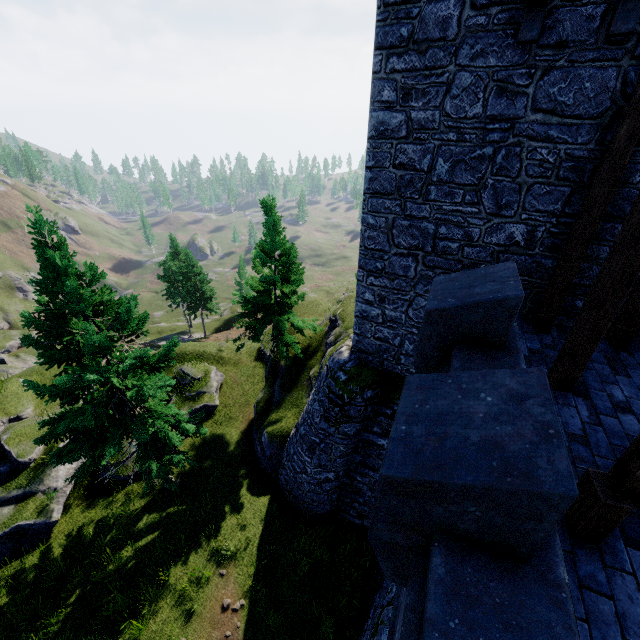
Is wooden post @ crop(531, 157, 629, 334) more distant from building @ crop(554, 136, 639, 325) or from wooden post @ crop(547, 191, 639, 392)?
wooden post @ crop(547, 191, 639, 392)

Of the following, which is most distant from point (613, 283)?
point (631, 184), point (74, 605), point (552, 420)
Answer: point (74, 605)

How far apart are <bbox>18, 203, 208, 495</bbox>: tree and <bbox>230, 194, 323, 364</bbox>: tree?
6.39m

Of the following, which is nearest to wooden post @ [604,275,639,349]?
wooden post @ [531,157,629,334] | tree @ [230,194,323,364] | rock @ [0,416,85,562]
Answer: wooden post @ [531,157,629,334]

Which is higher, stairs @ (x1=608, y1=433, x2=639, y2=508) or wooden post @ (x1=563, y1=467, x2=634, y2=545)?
stairs @ (x1=608, y1=433, x2=639, y2=508)

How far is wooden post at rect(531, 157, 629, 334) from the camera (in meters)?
5.54

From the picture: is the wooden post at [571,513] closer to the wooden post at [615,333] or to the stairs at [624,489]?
the stairs at [624,489]

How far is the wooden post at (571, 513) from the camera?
3.2 meters
